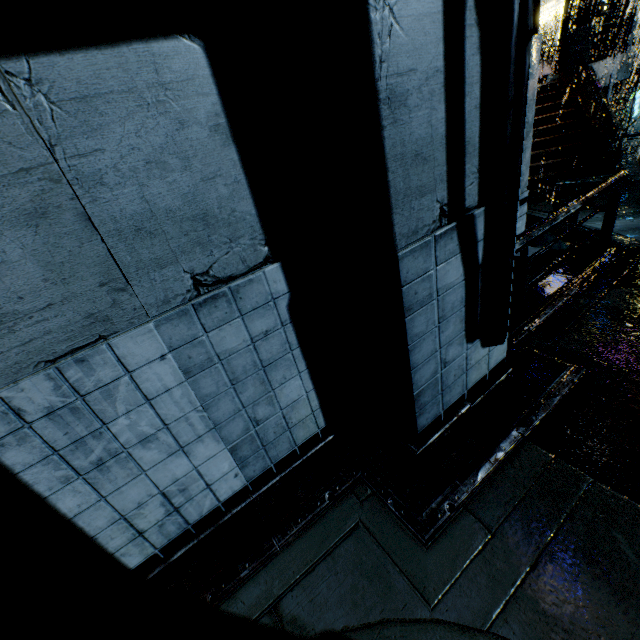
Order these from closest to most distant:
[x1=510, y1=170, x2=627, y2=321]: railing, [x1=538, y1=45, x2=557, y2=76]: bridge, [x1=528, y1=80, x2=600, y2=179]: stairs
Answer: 1. [x1=510, y1=170, x2=627, y2=321]: railing
2. [x1=528, y1=80, x2=600, y2=179]: stairs
3. [x1=538, y1=45, x2=557, y2=76]: bridge

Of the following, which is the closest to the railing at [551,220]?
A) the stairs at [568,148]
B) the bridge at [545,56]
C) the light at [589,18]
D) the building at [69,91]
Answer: the building at [69,91]

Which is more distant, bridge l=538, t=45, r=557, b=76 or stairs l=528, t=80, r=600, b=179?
bridge l=538, t=45, r=557, b=76

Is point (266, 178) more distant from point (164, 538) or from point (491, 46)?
point (164, 538)

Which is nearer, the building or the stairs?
the building

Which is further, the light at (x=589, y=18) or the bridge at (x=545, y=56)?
the bridge at (x=545, y=56)

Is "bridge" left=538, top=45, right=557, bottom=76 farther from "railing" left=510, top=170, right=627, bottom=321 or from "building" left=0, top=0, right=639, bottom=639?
"railing" left=510, top=170, right=627, bottom=321

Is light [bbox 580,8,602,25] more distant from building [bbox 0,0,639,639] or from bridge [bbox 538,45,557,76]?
bridge [bbox 538,45,557,76]
